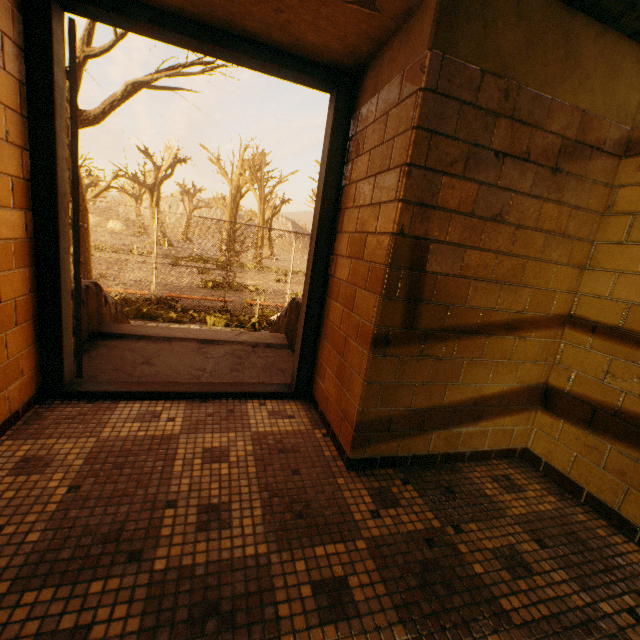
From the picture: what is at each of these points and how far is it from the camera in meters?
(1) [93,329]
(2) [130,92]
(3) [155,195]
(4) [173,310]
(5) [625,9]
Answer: (1) stairs, 3.2 m
(2) tree, 7.3 m
(3) tree, 33.9 m
(4) instancedfoliageactor, 9.5 m
(5) stairs, 1.4 m

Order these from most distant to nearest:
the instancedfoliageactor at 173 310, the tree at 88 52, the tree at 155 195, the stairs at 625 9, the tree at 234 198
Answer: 1. the tree at 234 198
2. the instancedfoliageactor at 173 310
3. the tree at 155 195
4. the tree at 88 52
5. the stairs at 625 9

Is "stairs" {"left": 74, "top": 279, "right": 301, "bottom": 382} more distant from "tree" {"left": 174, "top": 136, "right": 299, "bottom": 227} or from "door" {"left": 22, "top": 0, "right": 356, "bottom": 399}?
"tree" {"left": 174, "top": 136, "right": 299, "bottom": 227}

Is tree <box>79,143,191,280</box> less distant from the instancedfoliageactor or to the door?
the instancedfoliageactor

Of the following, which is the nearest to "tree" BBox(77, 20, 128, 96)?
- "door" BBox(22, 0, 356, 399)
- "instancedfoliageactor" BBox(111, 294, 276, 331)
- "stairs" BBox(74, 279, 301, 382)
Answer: "instancedfoliageactor" BBox(111, 294, 276, 331)

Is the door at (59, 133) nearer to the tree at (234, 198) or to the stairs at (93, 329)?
the stairs at (93, 329)

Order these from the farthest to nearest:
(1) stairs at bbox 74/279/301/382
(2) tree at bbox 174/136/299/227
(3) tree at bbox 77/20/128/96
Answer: (2) tree at bbox 174/136/299/227 → (3) tree at bbox 77/20/128/96 → (1) stairs at bbox 74/279/301/382

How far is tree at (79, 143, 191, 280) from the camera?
7.8 meters
